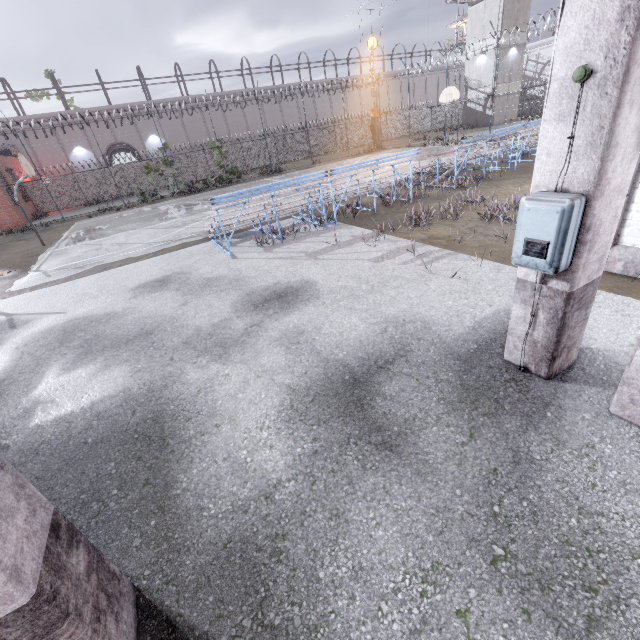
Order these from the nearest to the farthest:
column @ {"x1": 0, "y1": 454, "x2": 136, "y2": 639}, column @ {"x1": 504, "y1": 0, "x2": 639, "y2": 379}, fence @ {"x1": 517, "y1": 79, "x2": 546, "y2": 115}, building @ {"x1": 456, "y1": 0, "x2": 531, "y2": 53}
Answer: column @ {"x1": 0, "y1": 454, "x2": 136, "y2": 639}
column @ {"x1": 504, "y1": 0, "x2": 639, "y2": 379}
building @ {"x1": 456, "y1": 0, "x2": 531, "y2": 53}
fence @ {"x1": 517, "y1": 79, "x2": 546, "y2": 115}

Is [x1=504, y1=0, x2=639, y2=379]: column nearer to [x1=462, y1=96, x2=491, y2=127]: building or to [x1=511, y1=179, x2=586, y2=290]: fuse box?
[x1=511, y1=179, x2=586, y2=290]: fuse box

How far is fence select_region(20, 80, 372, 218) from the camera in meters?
28.6

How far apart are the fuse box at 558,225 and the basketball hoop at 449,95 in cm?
2521

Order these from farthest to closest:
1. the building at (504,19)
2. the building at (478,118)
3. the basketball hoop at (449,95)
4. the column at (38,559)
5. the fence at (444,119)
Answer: the building at (478,118) < the building at (504,19) < the fence at (444,119) < the basketball hoop at (449,95) < the column at (38,559)

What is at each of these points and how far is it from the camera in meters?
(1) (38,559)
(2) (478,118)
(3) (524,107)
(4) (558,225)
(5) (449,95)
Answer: (1) column, 1.5
(2) building, 35.8
(3) fence, 41.7
(4) fuse box, 2.4
(5) basketball hoop, 22.6

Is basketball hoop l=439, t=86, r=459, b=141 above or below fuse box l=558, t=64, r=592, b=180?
above

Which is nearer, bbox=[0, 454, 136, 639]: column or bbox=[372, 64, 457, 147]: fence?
bbox=[0, 454, 136, 639]: column
